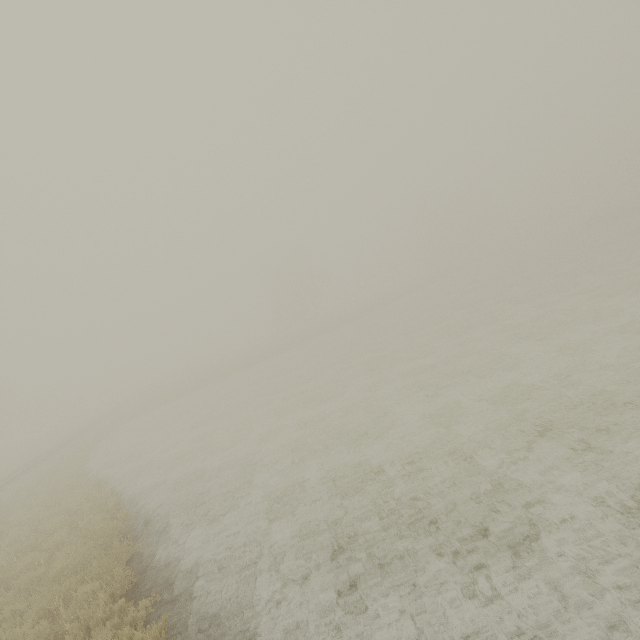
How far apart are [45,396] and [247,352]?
38.3m
